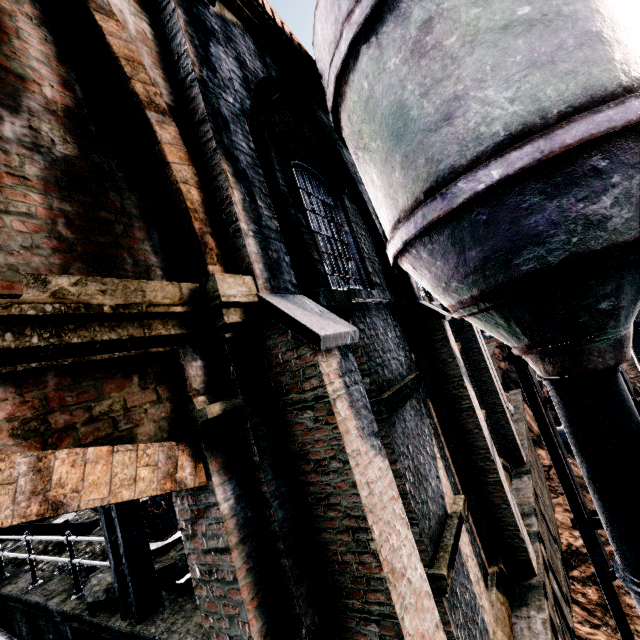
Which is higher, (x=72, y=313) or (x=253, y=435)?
(x=72, y=313)

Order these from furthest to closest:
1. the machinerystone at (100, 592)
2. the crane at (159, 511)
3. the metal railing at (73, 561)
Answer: the crane at (159, 511), the metal railing at (73, 561), the machinerystone at (100, 592)

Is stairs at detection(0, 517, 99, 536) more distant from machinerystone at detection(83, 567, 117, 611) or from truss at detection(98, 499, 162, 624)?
machinerystone at detection(83, 567, 117, 611)

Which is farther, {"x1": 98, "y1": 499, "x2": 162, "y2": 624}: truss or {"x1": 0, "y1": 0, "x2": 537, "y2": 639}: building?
{"x1": 98, "y1": 499, "x2": 162, "y2": 624}: truss

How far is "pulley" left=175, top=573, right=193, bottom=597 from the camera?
5.5 meters

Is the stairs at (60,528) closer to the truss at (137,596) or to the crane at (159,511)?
the truss at (137,596)

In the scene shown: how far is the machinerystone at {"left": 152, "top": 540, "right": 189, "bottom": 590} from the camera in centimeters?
607cm
